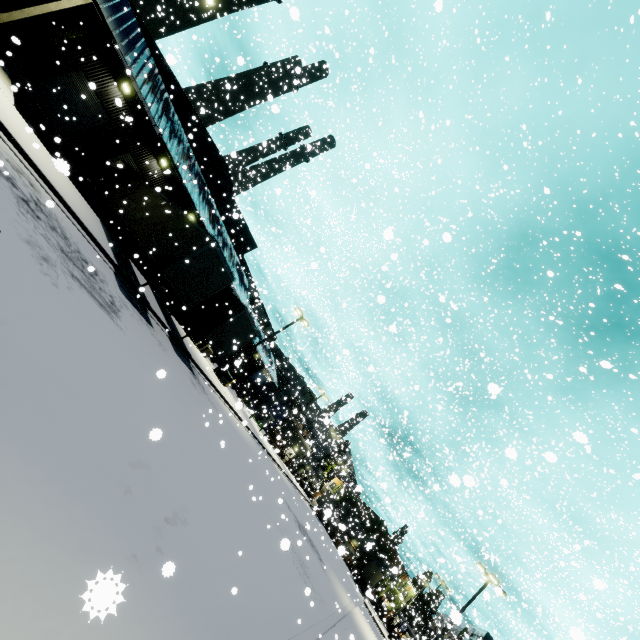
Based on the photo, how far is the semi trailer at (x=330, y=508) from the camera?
6.4m

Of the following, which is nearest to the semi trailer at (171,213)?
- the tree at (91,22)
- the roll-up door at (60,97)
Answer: the tree at (91,22)

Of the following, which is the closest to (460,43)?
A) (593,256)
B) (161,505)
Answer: (593,256)

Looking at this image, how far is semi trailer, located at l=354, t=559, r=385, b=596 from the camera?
47.34m

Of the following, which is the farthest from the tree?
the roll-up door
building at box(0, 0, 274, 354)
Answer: the roll-up door

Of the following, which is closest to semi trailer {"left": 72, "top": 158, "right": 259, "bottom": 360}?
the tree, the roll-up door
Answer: the tree

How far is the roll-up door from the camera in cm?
1972
